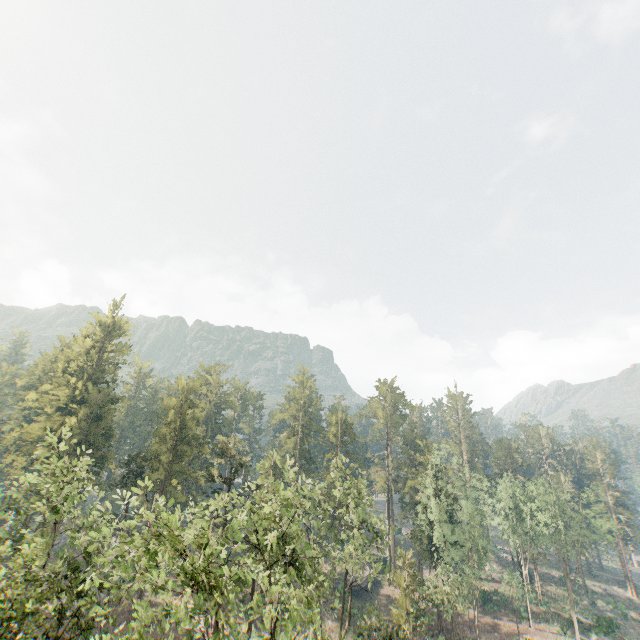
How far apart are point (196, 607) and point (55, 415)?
47.57m
